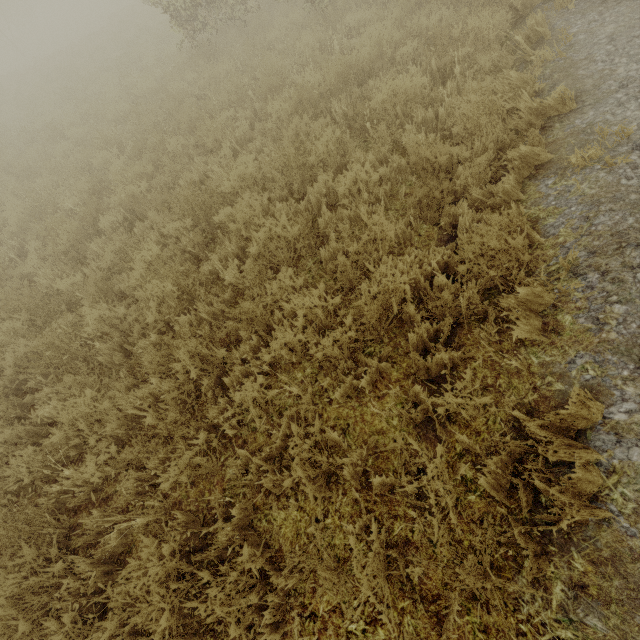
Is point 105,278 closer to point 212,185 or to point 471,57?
point 212,185
